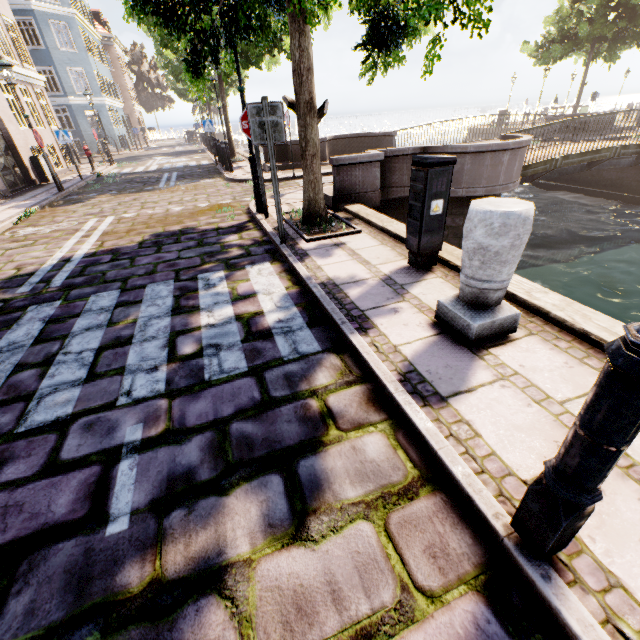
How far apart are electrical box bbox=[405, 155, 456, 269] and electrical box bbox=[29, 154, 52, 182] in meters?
17.5

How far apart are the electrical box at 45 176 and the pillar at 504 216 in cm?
1853

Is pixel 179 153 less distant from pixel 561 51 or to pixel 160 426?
pixel 561 51

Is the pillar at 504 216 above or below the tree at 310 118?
below

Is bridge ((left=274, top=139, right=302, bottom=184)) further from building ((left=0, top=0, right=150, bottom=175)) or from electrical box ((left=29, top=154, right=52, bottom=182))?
electrical box ((left=29, top=154, right=52, bottom=182))

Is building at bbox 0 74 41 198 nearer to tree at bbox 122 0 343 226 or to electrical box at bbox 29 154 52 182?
tree at bbox 122 0 343 226

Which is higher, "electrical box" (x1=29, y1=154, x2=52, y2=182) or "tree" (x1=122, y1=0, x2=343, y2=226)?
"tree" (x1=122, y1=0, x2=343, y2=226)

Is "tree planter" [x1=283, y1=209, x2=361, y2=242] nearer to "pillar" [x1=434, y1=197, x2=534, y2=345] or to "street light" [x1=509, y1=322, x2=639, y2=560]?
"street light" [x1=509, y1=322, x2=639, y2=560]
